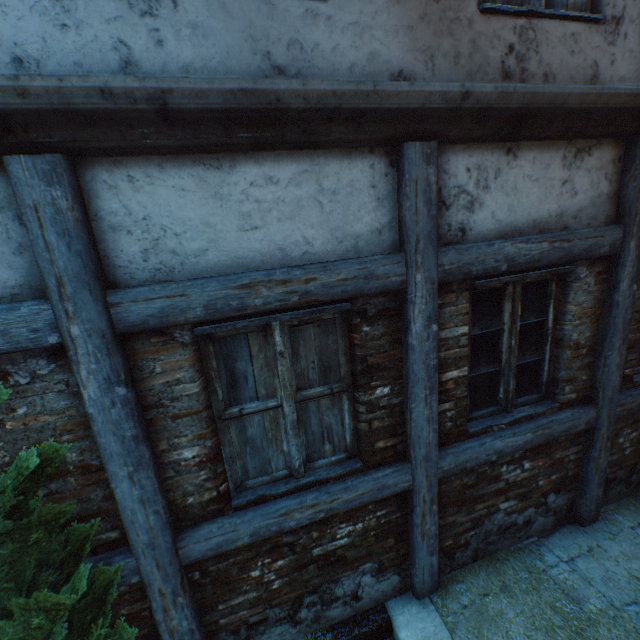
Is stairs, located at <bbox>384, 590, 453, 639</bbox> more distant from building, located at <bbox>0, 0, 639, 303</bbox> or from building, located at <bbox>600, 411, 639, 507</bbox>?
building, located at <bbox>600, 411, 639, 507</bbox>

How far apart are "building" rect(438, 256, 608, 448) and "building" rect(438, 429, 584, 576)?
0.2 meters

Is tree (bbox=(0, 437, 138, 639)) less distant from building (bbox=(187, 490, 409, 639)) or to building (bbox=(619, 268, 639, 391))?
building (bbox=(187, 490, 409, 639))

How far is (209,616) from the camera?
2.4 meters

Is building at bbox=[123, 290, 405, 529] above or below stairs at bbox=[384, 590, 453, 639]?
above

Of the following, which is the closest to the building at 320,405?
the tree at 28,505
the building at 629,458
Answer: the tree at 28,505

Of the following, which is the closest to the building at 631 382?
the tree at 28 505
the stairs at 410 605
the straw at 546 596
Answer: the straw at 546 596

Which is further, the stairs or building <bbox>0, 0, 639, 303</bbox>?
the stairs
